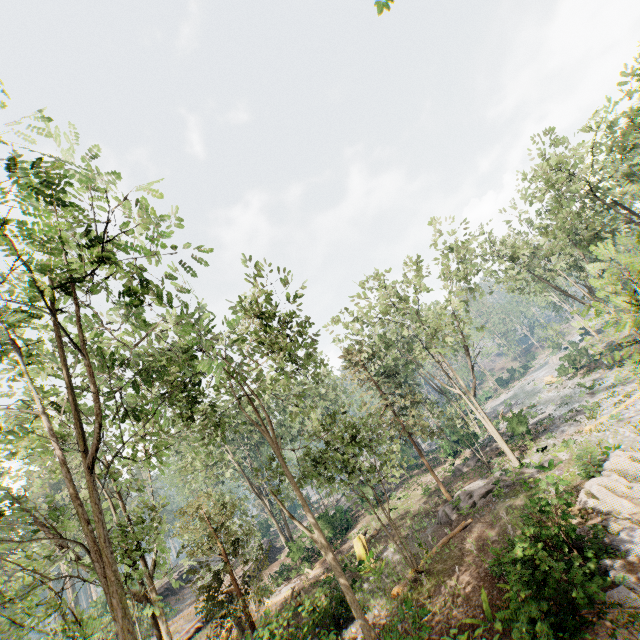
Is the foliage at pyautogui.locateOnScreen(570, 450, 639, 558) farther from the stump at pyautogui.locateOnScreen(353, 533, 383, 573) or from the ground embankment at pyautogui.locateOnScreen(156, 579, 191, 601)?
the stump at pyautogui.locateOnScreen(353, 533, 383, 573)

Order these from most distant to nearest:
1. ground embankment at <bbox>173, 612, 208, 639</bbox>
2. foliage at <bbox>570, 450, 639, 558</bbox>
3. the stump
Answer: ground embankment at <bbox>173, 612, 208, 639</bbox> < the stump < foliage at <bbox>570, 450, 639, 558</bbox>

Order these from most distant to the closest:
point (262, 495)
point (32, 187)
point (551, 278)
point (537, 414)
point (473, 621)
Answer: point (262, 495) < point (537, 414) < point (551, 278) < point (473, 621) < point (32, 187)

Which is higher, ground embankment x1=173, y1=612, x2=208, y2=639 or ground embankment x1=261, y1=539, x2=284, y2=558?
ground embankment x1=173, y1=612, x2=208, y2=639

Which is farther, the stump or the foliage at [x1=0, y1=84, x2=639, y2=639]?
the stump

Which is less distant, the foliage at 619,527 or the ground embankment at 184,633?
the foliage at 619,527

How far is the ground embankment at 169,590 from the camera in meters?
37.0

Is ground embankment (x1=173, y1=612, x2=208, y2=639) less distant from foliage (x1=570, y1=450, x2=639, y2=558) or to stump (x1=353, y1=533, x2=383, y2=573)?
foliage (x1=570, y1=450, x2=639, y2=558)
